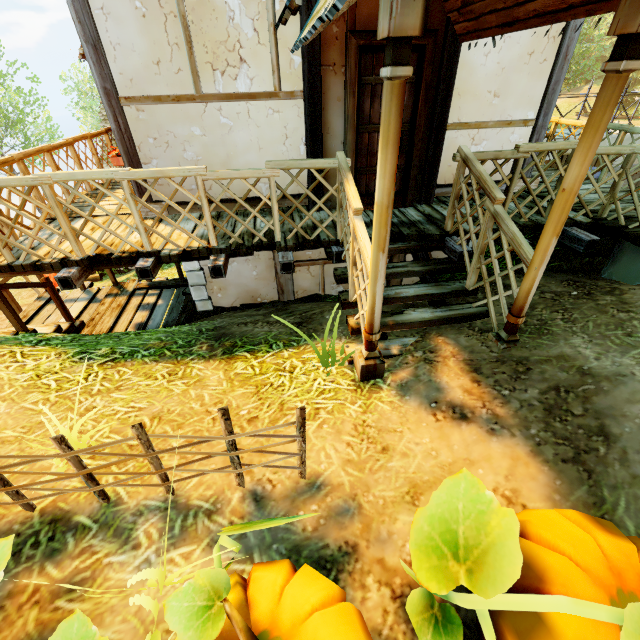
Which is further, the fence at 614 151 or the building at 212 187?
the building at 212 187

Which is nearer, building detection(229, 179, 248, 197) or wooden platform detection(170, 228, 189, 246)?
wooden platform detection(170, 228, 189, 246)

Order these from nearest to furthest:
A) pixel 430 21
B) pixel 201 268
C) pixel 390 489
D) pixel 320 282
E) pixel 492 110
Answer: pixel 390 489 < pixel 430 21 < pixel 492 110 < pixel 201 268 < pixel 320 282

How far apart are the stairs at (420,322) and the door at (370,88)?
1.1 meters

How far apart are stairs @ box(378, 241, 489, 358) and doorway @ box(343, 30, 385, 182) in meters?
1.1 m

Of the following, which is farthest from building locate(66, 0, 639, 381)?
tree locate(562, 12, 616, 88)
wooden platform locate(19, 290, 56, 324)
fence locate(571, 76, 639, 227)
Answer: tree locate(562, 12, 616, 88)

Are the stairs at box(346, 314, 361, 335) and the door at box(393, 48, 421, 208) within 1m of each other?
no

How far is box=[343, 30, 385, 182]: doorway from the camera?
4.10m
